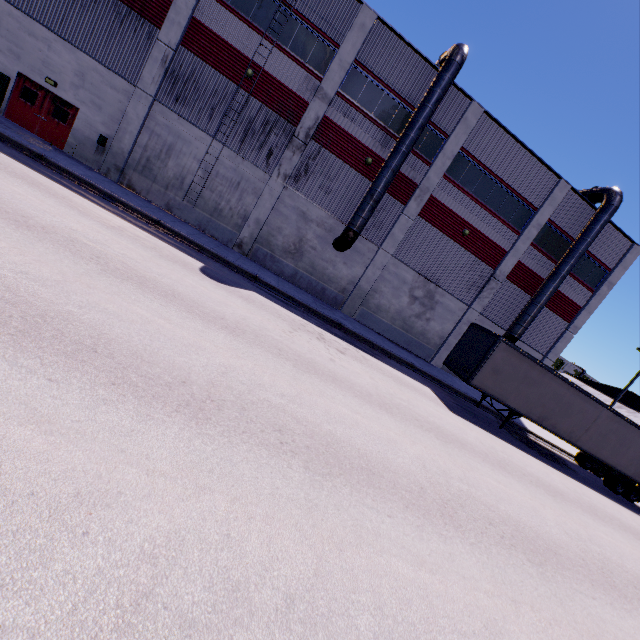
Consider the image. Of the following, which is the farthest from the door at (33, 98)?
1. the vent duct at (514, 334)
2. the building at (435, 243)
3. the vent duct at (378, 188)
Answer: the vent duct at (514, 334)

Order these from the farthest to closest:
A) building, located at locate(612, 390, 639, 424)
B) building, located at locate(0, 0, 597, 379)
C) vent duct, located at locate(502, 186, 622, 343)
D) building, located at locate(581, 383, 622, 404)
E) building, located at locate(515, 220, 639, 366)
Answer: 1. building, located at locate(581, 383, 622, 404)
2. building, located at locate(612, 390, 639, 424)
3. building, located at locate(515, 220, 639, 366)
4. vent duct, located at locate(502, 186, 622, 343)
5. building, located at locate(0, 0, 597, 379)

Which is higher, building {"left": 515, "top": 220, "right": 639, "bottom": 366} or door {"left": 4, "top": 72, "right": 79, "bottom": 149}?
building {"left": 515, "top": 220, "right": 639, "bottom": 366}

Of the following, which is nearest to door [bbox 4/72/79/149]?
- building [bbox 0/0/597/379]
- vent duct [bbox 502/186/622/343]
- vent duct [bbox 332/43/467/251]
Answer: building [bbox 0/0/597/379]

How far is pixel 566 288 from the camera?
23.5 meters

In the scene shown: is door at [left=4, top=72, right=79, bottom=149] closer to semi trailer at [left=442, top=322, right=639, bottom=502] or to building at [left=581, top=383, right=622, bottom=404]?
building at [left=581, top=383, right=622, bottom=404]

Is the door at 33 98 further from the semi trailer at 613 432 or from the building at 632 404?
the semi trailer at 613 432

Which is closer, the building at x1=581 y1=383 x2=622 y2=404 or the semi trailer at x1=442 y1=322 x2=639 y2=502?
the semi trailer at x1=442 y1=322 x2=639 y2=502
